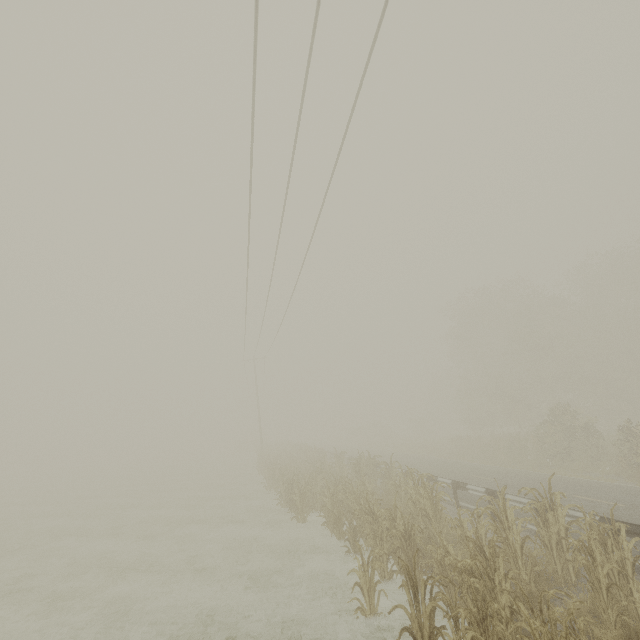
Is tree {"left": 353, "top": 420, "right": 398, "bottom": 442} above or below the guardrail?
above

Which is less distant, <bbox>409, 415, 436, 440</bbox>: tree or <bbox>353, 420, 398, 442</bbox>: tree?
<bbox>409, 415, 436, 440</bbox>: tree

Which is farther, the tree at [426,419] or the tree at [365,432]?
the tree at [365,432]

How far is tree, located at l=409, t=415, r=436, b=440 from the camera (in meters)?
50.81

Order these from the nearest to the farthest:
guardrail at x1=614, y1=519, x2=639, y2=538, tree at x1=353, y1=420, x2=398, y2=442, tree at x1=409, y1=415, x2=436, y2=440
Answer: guardrail at x1=614, y1=519, x2=639, y2=538
tree at x1=409, y1=415, x2=436, y2=440
tree at x1=353, y1=420, x2=398, y2=442

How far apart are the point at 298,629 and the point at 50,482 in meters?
48.8

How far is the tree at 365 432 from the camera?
54.34m

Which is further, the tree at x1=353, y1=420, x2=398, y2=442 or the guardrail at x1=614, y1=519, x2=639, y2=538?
the tree at x1=353, y1=420, x2=398, y2=442
